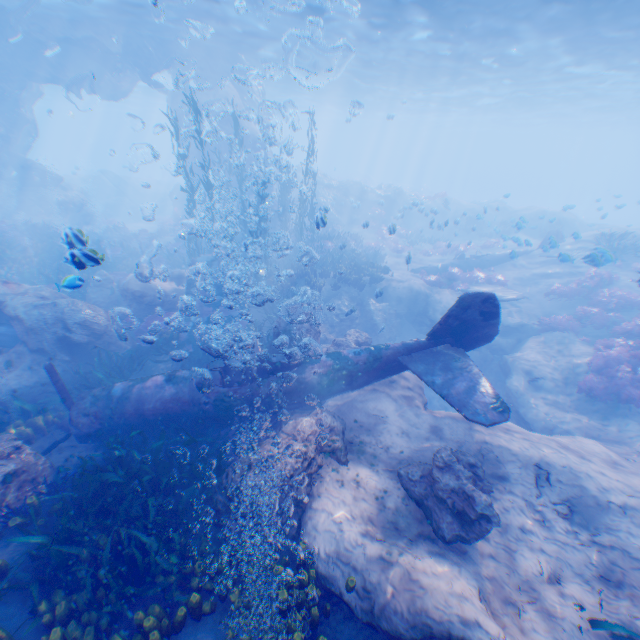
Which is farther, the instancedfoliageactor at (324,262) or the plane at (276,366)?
the instancedfoliageactor at (324,262)

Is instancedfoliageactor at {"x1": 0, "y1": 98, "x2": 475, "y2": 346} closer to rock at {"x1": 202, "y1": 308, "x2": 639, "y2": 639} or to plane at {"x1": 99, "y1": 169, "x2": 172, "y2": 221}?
rock at {"x1": 202, "y1": 308, "x2": 639, "y2": 639}

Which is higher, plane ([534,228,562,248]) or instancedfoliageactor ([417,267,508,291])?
plane ([534,228,562,248])

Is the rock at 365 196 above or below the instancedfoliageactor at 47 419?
above

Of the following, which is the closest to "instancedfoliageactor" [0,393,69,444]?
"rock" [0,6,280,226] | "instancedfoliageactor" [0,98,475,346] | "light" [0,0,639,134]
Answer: "rock" [0,6,280,226]

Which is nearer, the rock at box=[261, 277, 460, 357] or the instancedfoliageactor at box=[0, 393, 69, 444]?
the instancedfoliageactor at box=[0, 393, 69, 444]

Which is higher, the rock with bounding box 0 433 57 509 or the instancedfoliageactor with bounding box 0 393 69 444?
the rock with bounding box 0 433 57 509

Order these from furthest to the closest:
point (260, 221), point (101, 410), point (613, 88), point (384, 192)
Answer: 1. point (384, 192)
2. point (613, 88)
3. point (260, 221)
4. point (101, 410)
